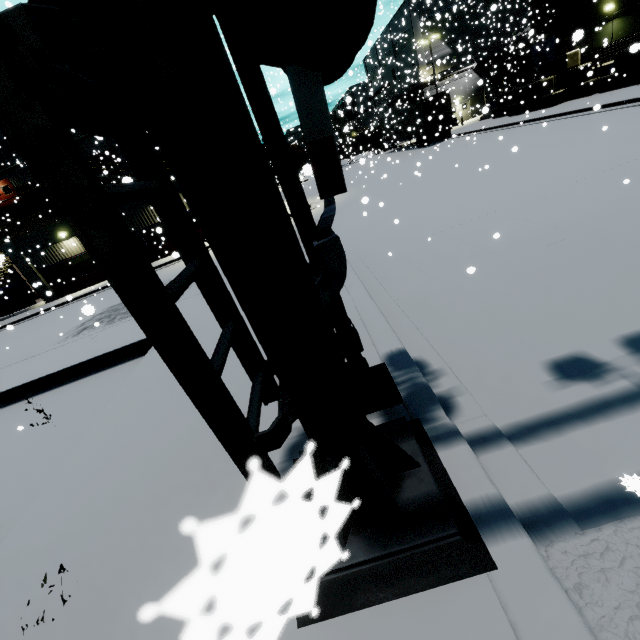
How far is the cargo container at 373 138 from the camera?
41.50m

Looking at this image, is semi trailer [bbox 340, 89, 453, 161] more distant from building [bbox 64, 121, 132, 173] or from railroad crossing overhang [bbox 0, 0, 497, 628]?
railroad crossing overhang [bbox 0, 0, 497, 628]

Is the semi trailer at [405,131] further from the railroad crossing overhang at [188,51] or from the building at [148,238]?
the railroad crossing overhang at [188,51]

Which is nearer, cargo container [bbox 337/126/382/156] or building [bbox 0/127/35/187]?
building [bbox 0/127/35/187]

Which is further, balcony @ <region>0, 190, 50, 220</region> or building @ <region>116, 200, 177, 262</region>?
balcony @ <region>0, 190, 50, 220</region>

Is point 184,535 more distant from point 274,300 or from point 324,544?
point 274,300

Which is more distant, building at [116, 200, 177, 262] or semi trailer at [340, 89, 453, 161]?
semi trailer at [340, 89, 453, 161]

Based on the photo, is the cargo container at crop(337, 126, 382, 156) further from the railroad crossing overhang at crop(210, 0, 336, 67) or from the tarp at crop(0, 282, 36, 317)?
the railroad crossing overhang at crop(210, 0, 336, 67)
